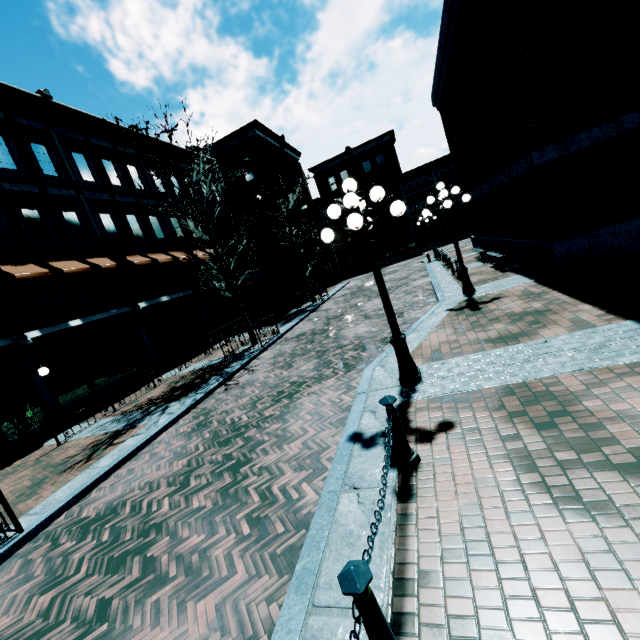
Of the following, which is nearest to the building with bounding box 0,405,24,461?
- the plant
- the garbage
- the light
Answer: the plant

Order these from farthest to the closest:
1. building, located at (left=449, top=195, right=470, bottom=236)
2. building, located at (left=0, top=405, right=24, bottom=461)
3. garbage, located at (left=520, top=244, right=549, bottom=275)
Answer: building, located at (left=449, top=195, right=470, bottom=236), building, located at (left=0, top=405, right=24, bottom=461), garbage, located at (left=520, top=244, right=549, bottom=275)

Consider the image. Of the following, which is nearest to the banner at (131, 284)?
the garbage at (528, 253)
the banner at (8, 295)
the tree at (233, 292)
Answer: the tree at (233, 292)

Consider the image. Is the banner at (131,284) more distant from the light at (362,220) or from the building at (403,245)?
the light at (362,220)

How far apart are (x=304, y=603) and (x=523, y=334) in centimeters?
579cm

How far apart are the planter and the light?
11.59m

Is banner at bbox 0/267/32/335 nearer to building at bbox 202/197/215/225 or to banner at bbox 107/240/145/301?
building at bbox 202/197/215/225

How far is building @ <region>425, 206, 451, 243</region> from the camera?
40.16m
